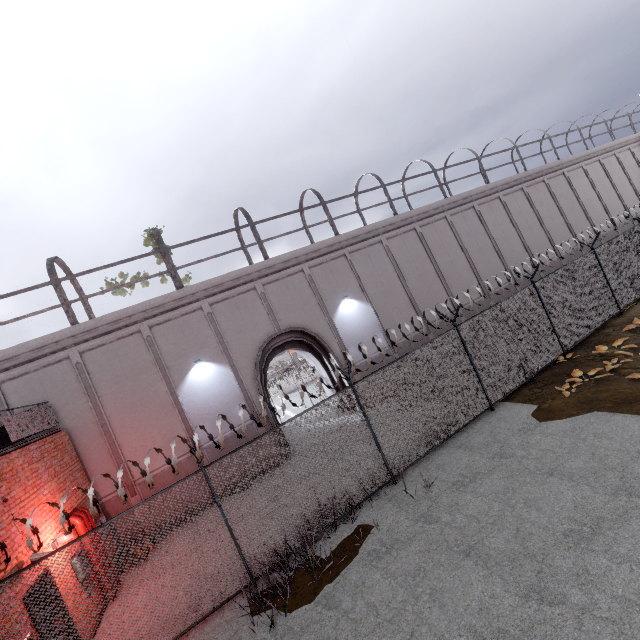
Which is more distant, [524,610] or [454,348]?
[454,348]

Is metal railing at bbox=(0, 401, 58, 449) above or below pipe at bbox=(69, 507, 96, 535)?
above

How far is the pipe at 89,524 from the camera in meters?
8.9 m

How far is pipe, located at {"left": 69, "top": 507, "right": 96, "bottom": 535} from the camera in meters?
8.9 m

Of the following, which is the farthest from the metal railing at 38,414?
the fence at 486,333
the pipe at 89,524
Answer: the pipe at 89,524

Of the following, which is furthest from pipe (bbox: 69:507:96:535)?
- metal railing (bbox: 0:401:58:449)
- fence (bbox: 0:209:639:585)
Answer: fence (bbox: 0:209:639:585)
